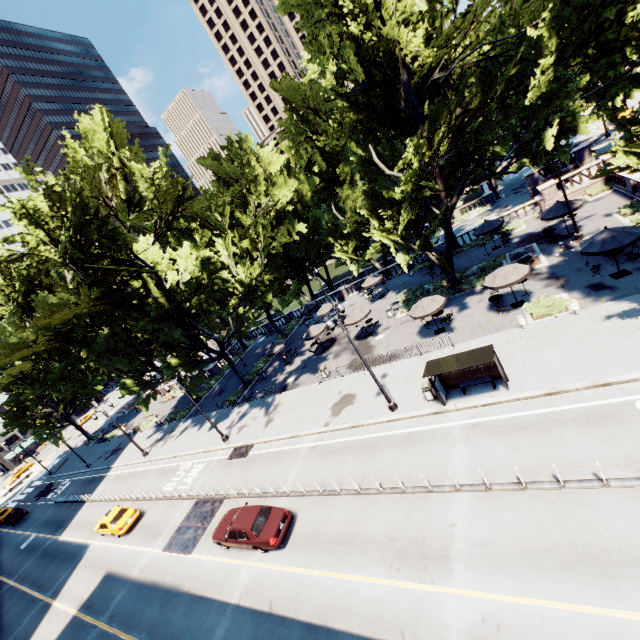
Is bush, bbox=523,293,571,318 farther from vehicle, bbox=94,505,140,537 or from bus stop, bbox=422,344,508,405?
vehicle, bbox=94,505,140,537

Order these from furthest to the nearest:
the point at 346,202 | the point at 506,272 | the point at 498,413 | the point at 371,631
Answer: the point at 346,202, the point at 506,272, the point at 498,413, the point at 371,631

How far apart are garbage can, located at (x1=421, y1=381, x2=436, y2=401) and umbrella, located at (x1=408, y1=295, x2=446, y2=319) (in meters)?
5.84

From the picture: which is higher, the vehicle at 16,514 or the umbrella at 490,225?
the umbrella at 490,225

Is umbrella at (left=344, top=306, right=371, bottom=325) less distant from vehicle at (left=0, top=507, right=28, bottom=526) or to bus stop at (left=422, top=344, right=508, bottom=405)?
bus stop at (left=422, top=344, right=508, bottom=405)

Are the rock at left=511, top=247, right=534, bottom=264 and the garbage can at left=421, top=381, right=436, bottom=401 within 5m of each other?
no

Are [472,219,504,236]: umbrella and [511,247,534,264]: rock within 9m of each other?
yes

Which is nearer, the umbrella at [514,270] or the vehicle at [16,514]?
the umbrella at [514,270]
